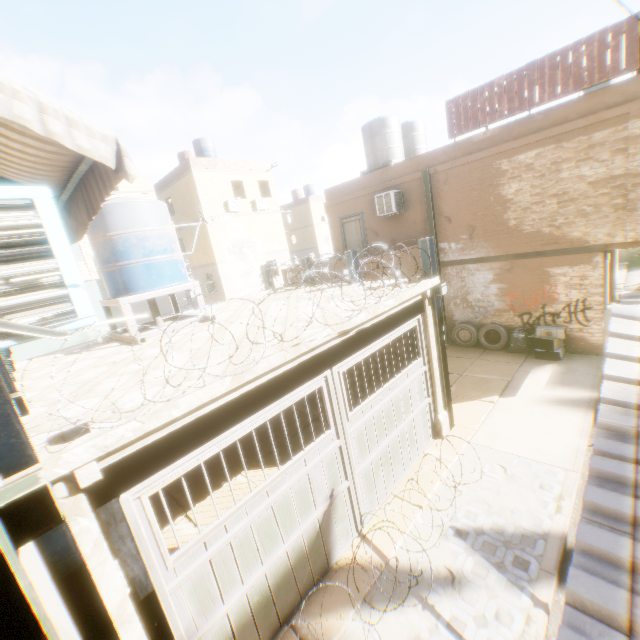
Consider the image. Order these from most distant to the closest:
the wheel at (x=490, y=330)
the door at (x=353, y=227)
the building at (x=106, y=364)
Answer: the door at (x=353, y=227) → the wheel at (x=490, y=330) → the building at (x=106, y=364)

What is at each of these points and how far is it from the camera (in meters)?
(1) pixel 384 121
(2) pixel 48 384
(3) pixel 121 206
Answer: (1) water tank, 12.91
(2) building, 4.53
(3) water tank, 6.12

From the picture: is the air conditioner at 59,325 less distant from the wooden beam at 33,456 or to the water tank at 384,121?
the wooden beam at 33,456

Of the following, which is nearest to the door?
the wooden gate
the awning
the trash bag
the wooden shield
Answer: the wooden shield

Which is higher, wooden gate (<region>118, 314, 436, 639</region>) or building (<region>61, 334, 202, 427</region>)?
building (<region>61, 334, 202, 427</region>)

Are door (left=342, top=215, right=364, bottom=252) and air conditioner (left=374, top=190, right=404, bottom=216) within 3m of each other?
yes

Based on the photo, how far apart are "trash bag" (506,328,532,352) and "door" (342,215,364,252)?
6.64m

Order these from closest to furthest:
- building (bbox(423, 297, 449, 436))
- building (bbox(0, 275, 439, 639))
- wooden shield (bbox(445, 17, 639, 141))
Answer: building (bbox(0, 275, 439, 639)) < building (bbox(423, 297, 449, 436)) < wooden shield (bbox(445, 17, 639, 141))
